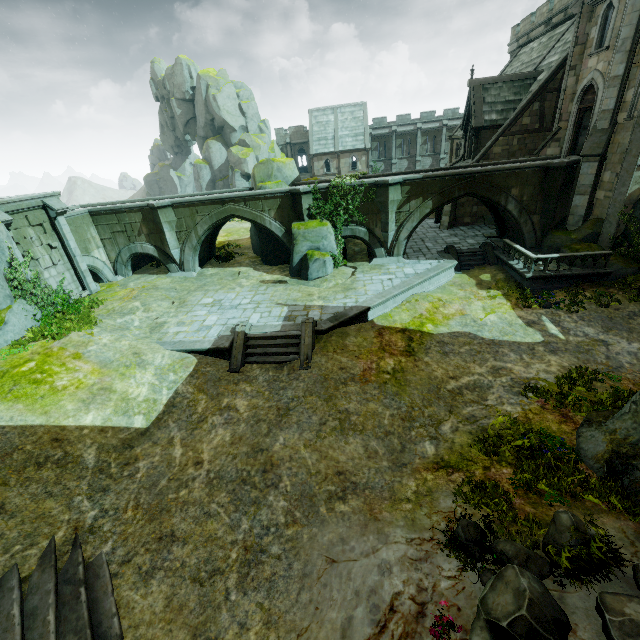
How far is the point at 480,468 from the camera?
8.44m

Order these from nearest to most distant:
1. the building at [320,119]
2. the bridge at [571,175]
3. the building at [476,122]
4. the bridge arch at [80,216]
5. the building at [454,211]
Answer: the building at [476,122], the bridge at [571,175], the bridge arch at [80,216], the building at [454,211], the building at [320,119]

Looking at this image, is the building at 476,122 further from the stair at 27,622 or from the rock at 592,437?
the stair at 27,622

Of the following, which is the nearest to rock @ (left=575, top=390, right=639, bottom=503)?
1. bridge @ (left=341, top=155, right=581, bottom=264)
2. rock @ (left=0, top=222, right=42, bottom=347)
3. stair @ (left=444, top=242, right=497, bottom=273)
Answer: bridge @ (left=341, top=155, right=581, bottom=264)

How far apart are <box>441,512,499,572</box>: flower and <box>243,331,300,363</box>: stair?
8.0 meters

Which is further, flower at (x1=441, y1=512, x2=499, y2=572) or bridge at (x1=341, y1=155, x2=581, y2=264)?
bridge at (x1=341, y1=155, x2=581, y2=264)

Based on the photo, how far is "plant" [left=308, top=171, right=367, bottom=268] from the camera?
19.0 meters

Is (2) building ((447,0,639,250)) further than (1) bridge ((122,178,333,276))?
No
